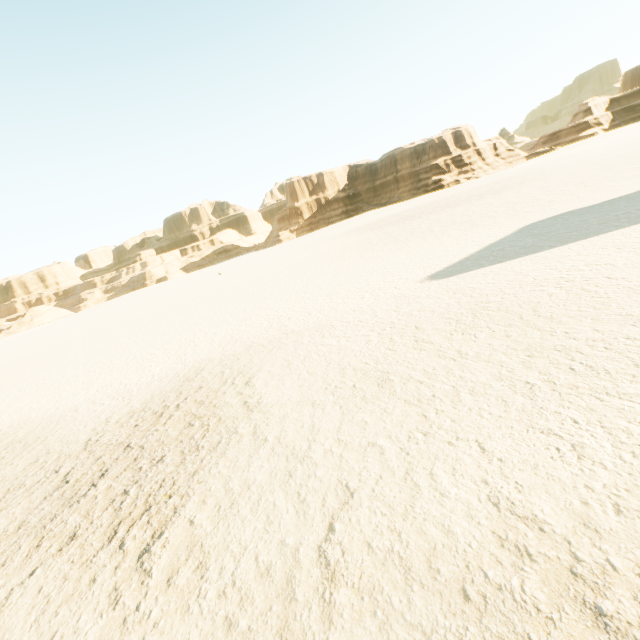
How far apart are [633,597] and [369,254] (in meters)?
17.95
